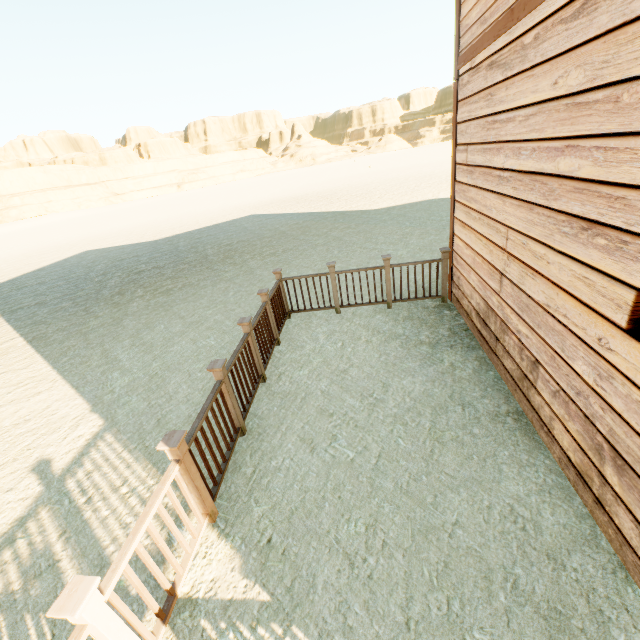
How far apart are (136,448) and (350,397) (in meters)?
2.70
